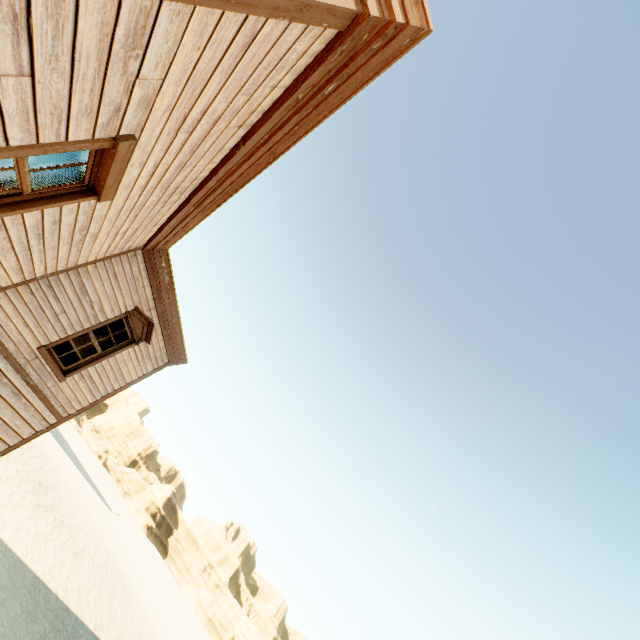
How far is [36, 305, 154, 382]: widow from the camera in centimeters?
704cm

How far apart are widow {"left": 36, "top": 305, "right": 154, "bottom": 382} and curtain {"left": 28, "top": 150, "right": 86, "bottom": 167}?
5.26m

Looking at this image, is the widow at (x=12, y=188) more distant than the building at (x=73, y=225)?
Yes

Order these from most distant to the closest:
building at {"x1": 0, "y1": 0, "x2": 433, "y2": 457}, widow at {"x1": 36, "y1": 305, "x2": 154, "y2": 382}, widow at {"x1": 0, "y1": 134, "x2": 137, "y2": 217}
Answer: widow at {"x1": 36, "y1": 305, "x2": 154, "y2": 382} < widow at {"x1": 0, "y1": 134, "x2": 137, "y2": 217} < building at {"x1": 0, "y1": 0, "x2": 433, "y2": 457}

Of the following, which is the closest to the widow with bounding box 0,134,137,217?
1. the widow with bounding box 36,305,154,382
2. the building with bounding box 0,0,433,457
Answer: the building with bounding box 0,0,433,457

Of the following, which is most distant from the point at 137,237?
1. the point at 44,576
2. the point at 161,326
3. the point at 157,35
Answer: the point at 44,576

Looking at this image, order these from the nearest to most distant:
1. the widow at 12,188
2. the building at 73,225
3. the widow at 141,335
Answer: the building at 73,225
the widow at 12,188
the widow at 141,335

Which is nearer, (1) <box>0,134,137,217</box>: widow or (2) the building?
(2) the building
